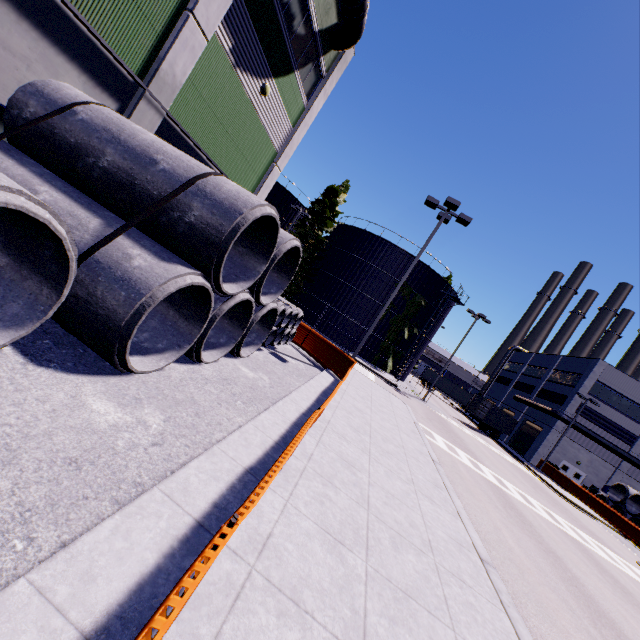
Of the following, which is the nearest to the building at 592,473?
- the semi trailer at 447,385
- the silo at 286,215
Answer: the silo at 286,215

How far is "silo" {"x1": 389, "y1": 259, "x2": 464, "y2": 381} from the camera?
34.25m

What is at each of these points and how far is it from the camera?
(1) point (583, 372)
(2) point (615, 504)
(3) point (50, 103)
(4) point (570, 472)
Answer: (1) building, 40.0 meters
(2) concrete pipe stack, 29.0 meters
(3) concrete pipe stack, 6.2 meters
(4) door, 38.5 meters

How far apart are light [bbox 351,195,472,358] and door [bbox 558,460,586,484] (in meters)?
38.12

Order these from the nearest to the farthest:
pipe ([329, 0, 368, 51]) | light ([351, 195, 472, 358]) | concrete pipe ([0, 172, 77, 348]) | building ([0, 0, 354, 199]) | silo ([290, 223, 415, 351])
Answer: concrete pipe ([0, 172, 77, 348])
building ([0, 0, 354, 199])
pipe ([329, 0, 368, 51])
light ([351, 195, 472, 358])
silo ([290, 223, 415, 351])

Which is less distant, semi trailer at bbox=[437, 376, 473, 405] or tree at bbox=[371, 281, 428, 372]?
tree at bbox=[371, 281, 428, 372]

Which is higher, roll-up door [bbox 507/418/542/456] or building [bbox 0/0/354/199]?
building [bbox 0/0/354/199]

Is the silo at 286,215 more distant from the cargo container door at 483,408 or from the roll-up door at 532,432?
the cargo container door at 483,408
